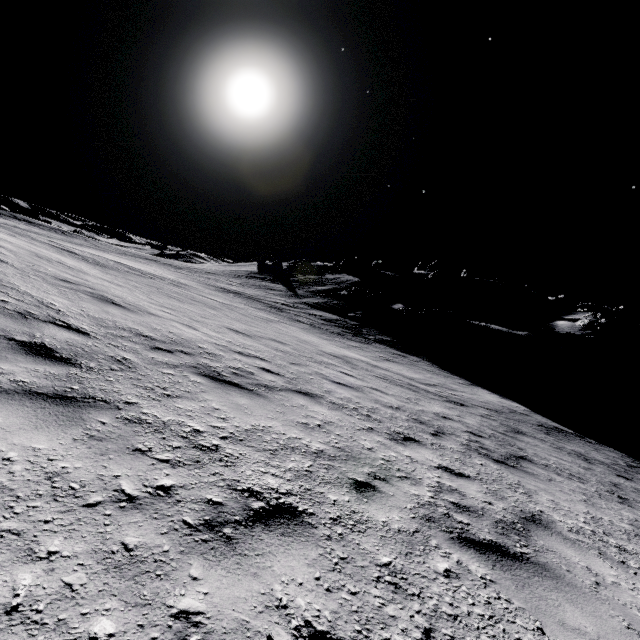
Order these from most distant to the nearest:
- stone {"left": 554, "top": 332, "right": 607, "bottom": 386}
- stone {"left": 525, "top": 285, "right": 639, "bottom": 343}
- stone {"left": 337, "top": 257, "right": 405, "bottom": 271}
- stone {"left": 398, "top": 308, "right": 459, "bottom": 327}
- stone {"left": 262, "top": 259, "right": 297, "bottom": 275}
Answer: stone {"left": 337, "top": 257, "right": 405, "bottom": 271} → stone {"left": 262, "top": 259, "right": 297, "bottom": 275} → stone {"left": 525, "top": 285, "right": 639, "bottom": 343} → stone {"left": 398, "top": 308, "right": 459, "bottom": 327} → stone {"left": 554, "top": 332, "right": 607, "bottom": 386}

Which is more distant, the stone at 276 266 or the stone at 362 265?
the stone at 362 265

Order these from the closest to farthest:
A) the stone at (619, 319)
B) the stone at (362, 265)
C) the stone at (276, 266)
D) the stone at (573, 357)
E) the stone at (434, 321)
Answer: the stone at (573, 357)
the stone at (434, 321)
the stone at (619, 319)
the stone at (276, 266)
the stone at (362, 265)

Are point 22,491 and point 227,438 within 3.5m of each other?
yes

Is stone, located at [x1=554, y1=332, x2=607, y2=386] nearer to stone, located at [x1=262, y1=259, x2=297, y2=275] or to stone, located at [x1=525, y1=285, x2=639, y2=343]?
stone, located at [x1=525, y1=285, x2=639, y2=343]

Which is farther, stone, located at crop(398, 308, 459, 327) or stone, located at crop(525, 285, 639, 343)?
stone, located at crop(525, 285, 639, 343)

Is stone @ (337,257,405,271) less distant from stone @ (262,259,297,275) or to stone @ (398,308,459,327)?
stone @ (262,259,297,275)

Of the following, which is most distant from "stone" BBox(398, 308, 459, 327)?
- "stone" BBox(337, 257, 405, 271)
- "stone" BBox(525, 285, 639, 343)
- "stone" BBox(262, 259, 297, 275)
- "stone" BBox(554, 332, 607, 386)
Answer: "stone" BBox(262, 259, 297, 275)
